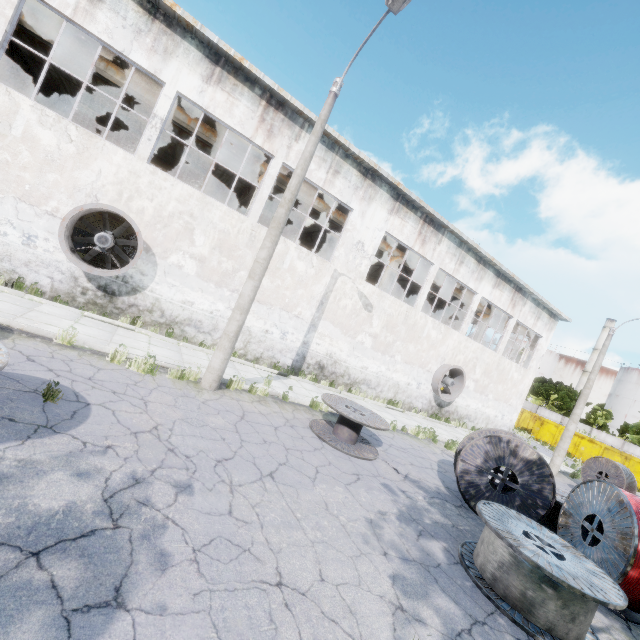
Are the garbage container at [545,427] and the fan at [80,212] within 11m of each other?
no

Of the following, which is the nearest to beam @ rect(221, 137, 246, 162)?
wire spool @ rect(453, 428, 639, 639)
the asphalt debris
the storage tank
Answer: wire spool @ rect(453, 428, 639, 639)

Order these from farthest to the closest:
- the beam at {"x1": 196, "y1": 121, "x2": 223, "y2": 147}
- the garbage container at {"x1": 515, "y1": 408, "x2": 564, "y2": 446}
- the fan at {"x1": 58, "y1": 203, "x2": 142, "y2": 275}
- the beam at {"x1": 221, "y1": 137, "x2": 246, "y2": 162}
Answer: the garbage container at {"x1": 515, "y1": 408, "x2": 564, "y2": 446}
the beam at {"x1": 221, "y1": 137, "x2": 246, "y2": 162}
the beam at {"x1": 196, "y1": 121, "x2": 223, "y2": 147}
the fan at {"x1": 58, "y1": 203, "x2": 142, "y2": 275}

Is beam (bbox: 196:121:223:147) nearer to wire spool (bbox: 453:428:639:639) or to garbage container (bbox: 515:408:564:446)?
wire spool (bbox: 453:428:639:639)

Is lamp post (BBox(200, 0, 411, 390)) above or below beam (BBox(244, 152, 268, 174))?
below

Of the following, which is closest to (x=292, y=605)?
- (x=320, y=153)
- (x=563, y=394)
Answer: (x=320, y=153)

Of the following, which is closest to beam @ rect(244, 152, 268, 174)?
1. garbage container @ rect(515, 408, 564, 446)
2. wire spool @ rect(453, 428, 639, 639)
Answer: wire spool @ rect(453, 428, 639, 639)

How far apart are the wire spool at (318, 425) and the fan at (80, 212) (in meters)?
7.43
